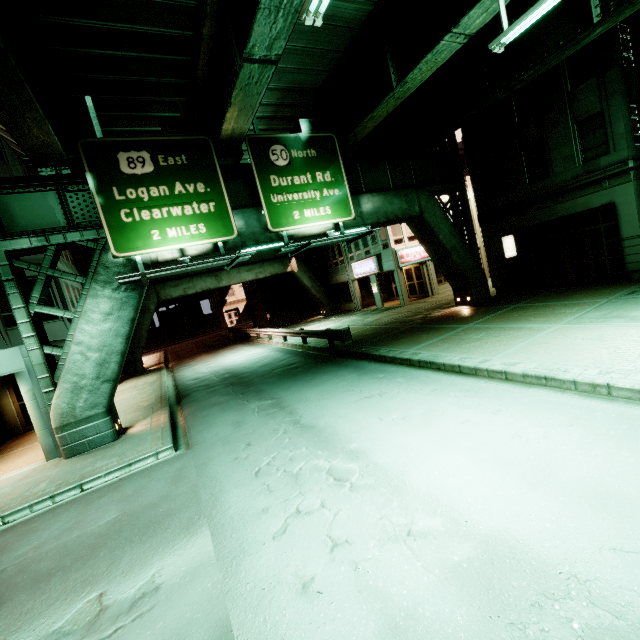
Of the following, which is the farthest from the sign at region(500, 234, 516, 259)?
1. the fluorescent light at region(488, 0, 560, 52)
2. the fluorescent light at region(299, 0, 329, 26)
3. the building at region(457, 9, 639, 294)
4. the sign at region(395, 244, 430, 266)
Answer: the fluorescent light at region(299, 0, 329, 26)

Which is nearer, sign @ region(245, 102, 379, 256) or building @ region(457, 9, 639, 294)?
sign @ region(245, 102, 379, 256)

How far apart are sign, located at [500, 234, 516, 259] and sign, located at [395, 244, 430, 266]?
7.5m

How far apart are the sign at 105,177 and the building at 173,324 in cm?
4957

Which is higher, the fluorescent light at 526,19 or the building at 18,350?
the fluorescent light at 526,19

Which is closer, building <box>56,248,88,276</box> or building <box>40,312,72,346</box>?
building <box>40,312,72,346</box>

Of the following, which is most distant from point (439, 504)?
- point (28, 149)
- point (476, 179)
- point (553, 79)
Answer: point (476, 179)

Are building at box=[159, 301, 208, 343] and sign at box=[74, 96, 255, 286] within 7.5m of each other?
no
